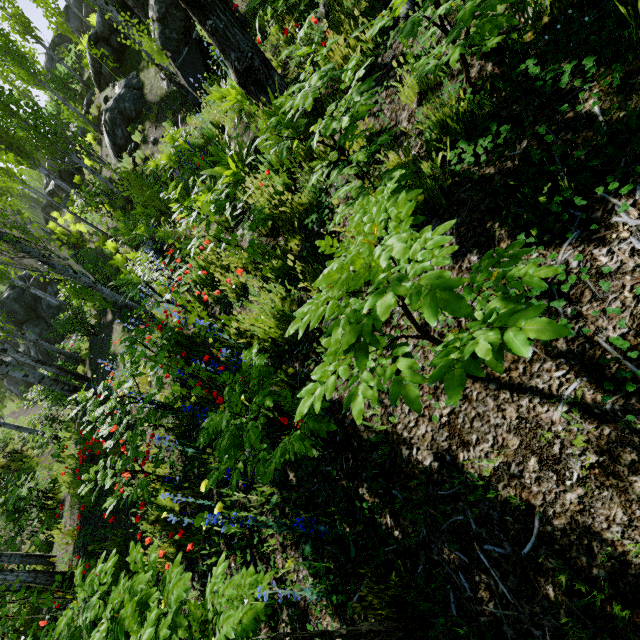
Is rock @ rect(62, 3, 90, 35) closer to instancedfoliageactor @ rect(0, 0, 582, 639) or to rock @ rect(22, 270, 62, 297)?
instancedfoliageactor @ rect(0, 0, 582, 639)

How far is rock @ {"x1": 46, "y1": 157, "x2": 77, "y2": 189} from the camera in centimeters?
2136cm

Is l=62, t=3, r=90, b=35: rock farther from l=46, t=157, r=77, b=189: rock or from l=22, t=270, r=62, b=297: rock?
l=22, t=270, r=62, b=297: rock

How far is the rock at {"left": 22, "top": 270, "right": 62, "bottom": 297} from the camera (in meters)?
20.14

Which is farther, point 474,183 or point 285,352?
point 285,352

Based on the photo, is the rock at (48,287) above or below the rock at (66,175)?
below

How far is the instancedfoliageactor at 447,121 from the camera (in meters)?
2.03

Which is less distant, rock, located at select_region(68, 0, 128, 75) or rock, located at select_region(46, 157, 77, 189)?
rock, located at select_region(68, 0, 128, 75)
